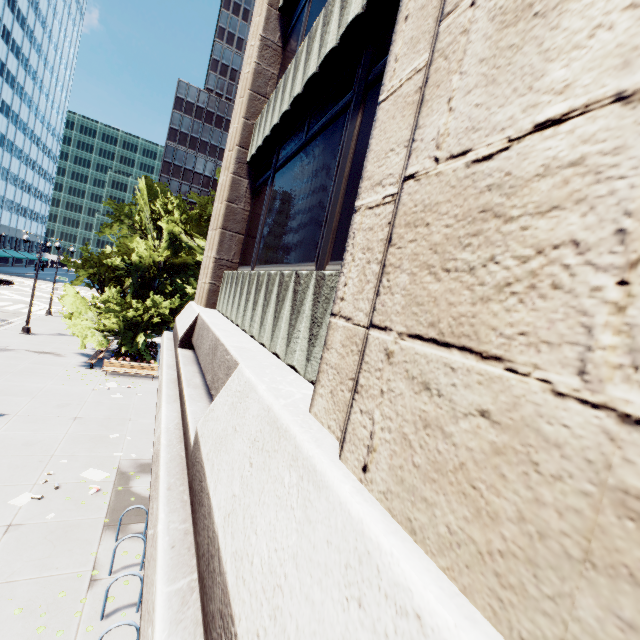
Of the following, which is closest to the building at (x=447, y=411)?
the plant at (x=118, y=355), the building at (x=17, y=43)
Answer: the plant at (x=118, y=355)

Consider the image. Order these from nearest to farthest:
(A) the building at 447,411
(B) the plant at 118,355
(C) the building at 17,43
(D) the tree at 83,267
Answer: (A) the building at 447,411
(D) the tree at 83,267
(B) the plant at 118,355
(C) the building at 17,43

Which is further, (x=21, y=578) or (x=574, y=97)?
(x=21, y=578)

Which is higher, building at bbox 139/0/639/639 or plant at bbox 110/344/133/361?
building at bbox 139/0/639/639

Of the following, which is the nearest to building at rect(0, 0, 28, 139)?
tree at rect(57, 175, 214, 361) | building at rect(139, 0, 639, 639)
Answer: tree at rect(57, 175, 214, 361)

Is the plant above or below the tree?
below

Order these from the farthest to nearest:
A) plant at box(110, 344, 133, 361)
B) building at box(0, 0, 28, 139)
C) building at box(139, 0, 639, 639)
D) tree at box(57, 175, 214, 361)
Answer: building at box(0, 0, 28, 139)
plant at box(110, 344, 133, 361)
tree at box(57, 175, 214, 361)
building at box(139, 0, 639, 639)
